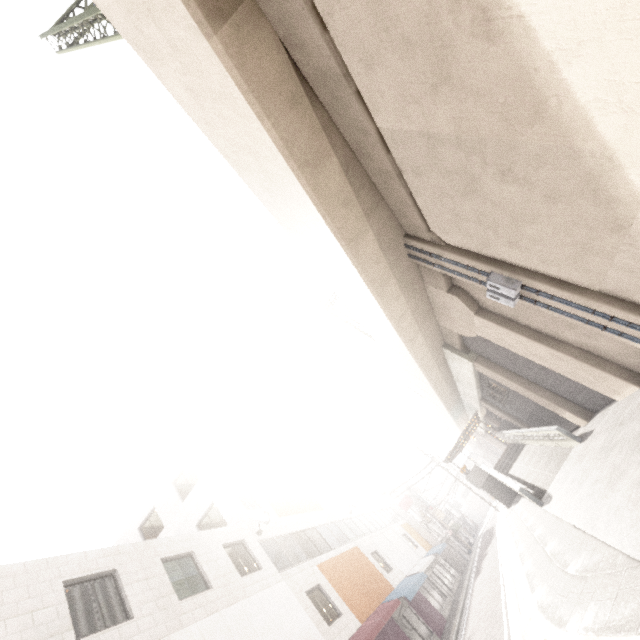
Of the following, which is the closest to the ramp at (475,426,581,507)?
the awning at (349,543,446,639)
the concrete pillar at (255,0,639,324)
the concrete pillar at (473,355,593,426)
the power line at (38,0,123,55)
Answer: the concrete pillar at (473,355,593,426)

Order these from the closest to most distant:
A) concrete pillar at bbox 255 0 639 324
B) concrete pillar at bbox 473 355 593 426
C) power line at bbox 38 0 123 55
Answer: concrete pillar at bbox 255 0 639 324
power line at bbox 38 0 123 55
concrete pillar at bbox 473 355 593 426

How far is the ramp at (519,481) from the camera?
13.65m

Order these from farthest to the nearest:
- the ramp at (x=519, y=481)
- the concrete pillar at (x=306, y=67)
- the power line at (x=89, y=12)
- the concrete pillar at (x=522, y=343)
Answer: the ramp at (x=519, y=481) → the concrete pillar at (x=522, y=343) → the power line at (x=89, y=12) → the concrete pillar at (x=306, y=67)

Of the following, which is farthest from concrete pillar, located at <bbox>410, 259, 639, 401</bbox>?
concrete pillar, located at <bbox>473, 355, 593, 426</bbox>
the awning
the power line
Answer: the awning

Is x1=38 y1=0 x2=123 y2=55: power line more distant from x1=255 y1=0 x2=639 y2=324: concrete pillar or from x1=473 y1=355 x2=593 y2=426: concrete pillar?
x1=473 y1=355 x2=593 y2=426: concrete pillar

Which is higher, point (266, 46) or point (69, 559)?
point (69, 559)
